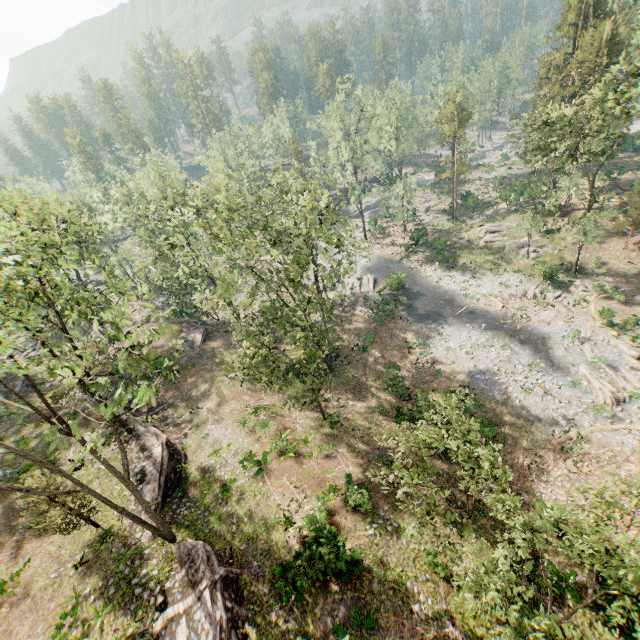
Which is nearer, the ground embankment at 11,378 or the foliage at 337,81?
the ground embankment at 11,378

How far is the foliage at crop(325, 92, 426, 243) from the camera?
43.5 meters

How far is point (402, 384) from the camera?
29.83m

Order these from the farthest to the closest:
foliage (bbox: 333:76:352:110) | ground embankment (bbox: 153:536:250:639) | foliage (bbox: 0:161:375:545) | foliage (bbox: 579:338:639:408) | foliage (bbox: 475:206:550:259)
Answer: foliage (bbox: 333:76:352:110) < foliage (bbox: 475:206:550:259) < foliage (bbox: 579:338:639:408) < ground embankment (bbox: 153:536:250:639) < foliage (bbox: 0:161:375:545)

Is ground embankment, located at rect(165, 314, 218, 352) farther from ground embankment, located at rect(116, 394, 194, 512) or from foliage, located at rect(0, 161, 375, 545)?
ground embankment, located at rect(116, 394, 194, 512)

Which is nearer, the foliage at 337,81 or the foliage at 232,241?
the foliage at 232,241

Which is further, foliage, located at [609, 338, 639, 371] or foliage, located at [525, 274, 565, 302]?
foliage, located at [525, 274, 565, 302]

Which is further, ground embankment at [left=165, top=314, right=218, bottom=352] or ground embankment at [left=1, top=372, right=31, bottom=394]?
ground embankment at [left=165, top=314, right=218, bottom=352]
